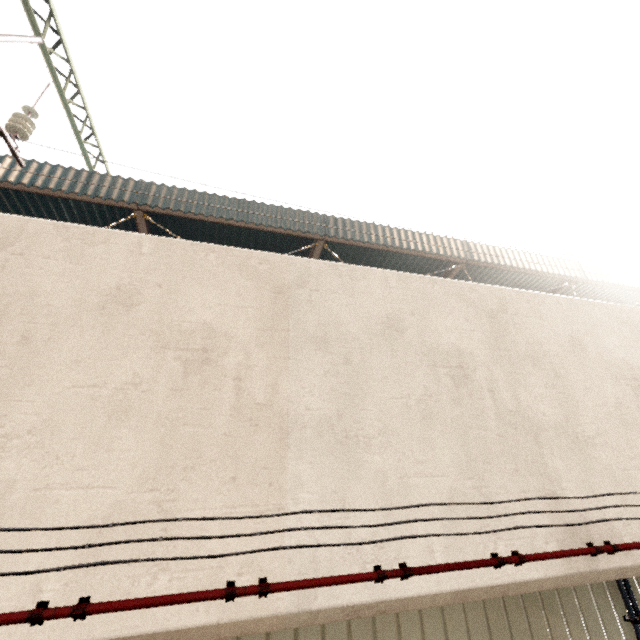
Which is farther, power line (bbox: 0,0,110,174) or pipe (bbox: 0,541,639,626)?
power line (bbox: 0,0,110,174)

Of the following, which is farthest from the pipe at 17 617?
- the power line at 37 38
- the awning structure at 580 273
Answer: the awning structure at 580 273

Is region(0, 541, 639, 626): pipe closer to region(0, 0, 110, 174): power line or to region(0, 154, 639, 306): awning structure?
region(0, 0, 110, 174): power line

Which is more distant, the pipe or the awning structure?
the awning structure

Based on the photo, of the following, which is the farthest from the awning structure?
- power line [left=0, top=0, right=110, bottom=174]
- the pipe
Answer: the pipe

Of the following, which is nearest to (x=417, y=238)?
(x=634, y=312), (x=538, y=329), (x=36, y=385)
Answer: (x=634, y=312)

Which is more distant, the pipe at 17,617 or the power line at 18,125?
the power line at 18,125

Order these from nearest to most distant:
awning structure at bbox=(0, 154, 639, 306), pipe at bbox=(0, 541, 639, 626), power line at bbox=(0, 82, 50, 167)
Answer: pipe at bbox=(0, 541, 639, 626), power line at bbox=(0, 82, 50, 167), awning structure at bbox=(0, 154, 639, 306)
